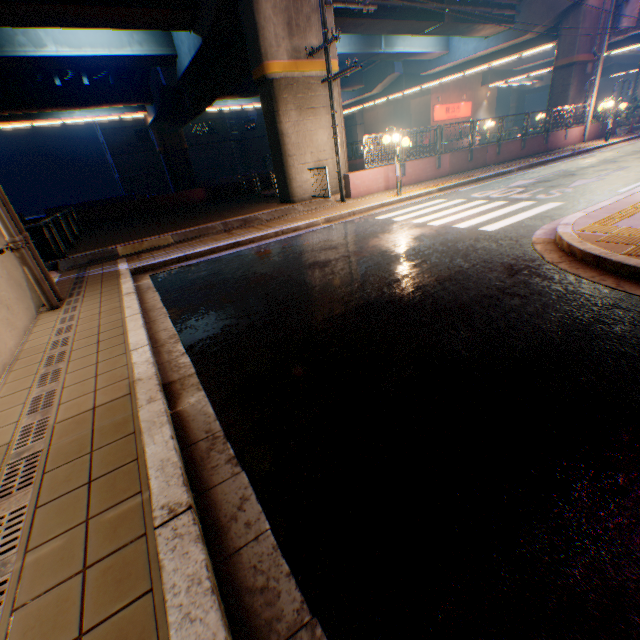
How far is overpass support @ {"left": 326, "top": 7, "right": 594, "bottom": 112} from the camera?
18.3 meters

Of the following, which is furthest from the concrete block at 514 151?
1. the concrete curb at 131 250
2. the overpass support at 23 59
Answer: the overpass support at 23 59

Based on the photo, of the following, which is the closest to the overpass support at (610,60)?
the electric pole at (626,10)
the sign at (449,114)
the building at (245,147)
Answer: the electric pole at (626,10)

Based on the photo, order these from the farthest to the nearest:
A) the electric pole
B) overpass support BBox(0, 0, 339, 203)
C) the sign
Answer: the sign, the electric pole, overpass support BBox(0, 0, 339, 203)

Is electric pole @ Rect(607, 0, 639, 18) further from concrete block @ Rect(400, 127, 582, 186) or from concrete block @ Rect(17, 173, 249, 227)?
concrete block @ Rect(17, 173, 249, 227)

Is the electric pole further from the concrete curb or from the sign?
the sign

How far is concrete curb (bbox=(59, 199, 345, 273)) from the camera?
9.5m

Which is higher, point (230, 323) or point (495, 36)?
point (495, 36)
